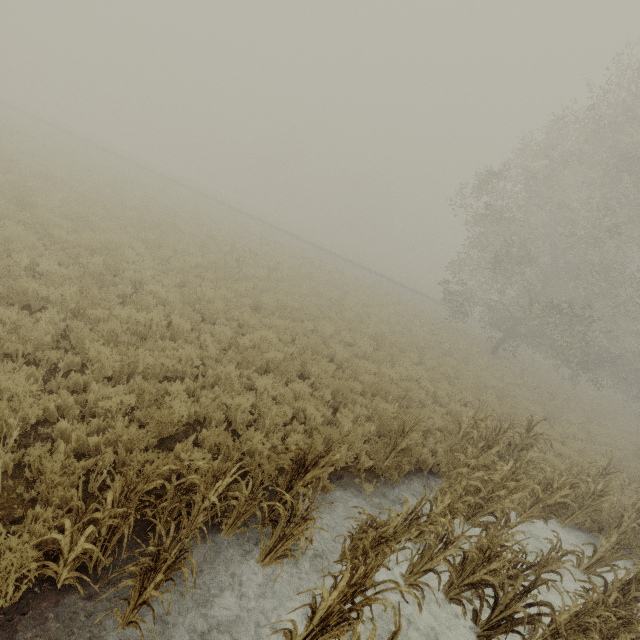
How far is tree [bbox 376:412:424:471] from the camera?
6.6 meters

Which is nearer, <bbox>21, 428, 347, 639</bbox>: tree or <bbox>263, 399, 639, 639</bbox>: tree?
<bbox>21, 428, 347, 639</bbox>: tree

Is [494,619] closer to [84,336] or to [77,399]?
A: [77,399]

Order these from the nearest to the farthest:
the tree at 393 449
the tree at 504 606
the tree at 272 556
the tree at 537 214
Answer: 1. the tree at 272 556
2. the tree at 504 606
3. the tree at 393 449
4. the tree at 537 214

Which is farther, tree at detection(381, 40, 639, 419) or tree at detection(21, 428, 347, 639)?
tree at detection(381, 40, 639, 419)

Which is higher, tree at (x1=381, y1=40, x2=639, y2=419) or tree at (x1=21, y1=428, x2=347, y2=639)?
tree at (x1=381, y1=40, x2=639, y2=419)

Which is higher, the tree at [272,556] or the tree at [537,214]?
the tree at [537,214]
